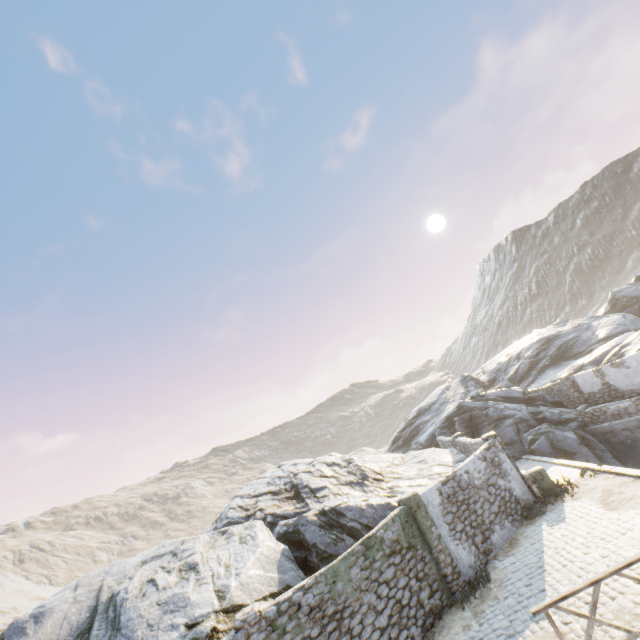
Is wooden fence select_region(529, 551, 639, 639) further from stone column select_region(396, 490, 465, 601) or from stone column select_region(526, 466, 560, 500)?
stone column select_region(526, 466, 560, 500)

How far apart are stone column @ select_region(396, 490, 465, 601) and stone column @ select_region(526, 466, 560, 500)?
5.1 meters

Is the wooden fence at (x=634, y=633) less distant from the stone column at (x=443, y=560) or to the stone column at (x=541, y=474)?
the stone column at (x=443, y=560)

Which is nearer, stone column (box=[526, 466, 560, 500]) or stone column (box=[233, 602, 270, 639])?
stone column (box=[233, 602, 270, 639])

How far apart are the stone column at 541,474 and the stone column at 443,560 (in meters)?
5.10

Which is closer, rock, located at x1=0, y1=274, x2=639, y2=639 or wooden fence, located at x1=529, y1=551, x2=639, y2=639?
wooden fence, located at x1=529, y1=551, x2=639, y2=639

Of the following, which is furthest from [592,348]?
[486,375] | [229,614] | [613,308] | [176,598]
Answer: [176,598]

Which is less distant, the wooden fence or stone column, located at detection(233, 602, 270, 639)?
the wooden fence
